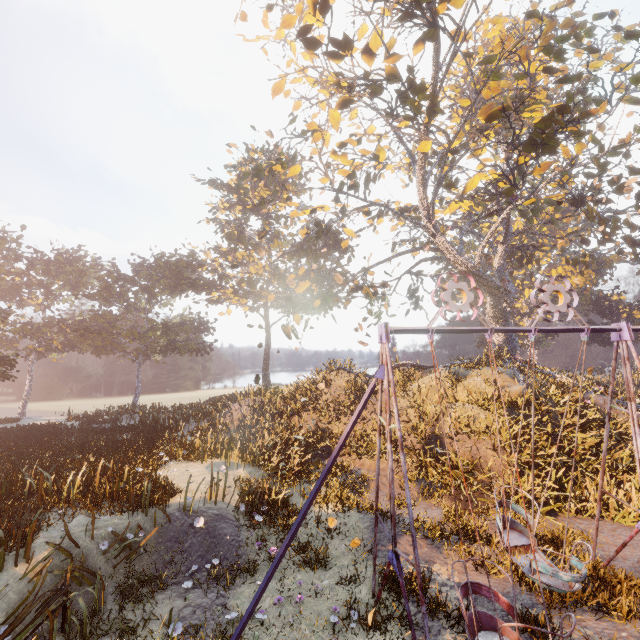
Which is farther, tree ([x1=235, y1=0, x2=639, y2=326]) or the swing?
tree ([x1=235, y1=0, x2=639, y2=326])

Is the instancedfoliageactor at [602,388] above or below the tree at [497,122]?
below

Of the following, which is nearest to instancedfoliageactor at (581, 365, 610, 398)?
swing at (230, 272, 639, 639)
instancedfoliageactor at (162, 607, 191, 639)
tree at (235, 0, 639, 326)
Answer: tree at (235, 0, 639, 326)

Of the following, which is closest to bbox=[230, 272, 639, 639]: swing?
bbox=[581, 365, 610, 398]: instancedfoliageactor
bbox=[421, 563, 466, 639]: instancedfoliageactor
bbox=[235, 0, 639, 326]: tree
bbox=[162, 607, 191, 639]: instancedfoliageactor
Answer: bbox=[421, 563, 466, 639]: instancedfoliageactor

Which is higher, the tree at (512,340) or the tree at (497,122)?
the tree at (497,122)

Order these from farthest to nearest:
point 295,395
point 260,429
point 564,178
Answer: point 295,395 < point 564,178 < point 260,429

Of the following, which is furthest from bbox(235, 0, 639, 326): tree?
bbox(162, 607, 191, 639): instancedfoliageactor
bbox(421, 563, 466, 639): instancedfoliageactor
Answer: bbox(162, 607, 191, 639): instancedfoliageactor

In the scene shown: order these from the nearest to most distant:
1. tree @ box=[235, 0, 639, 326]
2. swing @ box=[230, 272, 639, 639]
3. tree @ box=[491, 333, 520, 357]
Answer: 1. swing @ box=[230, 272, 639, 639]
2. tree @ box=[235, 0, 639, 326]
3. tree @ box=[491, 333, 520, 357]
